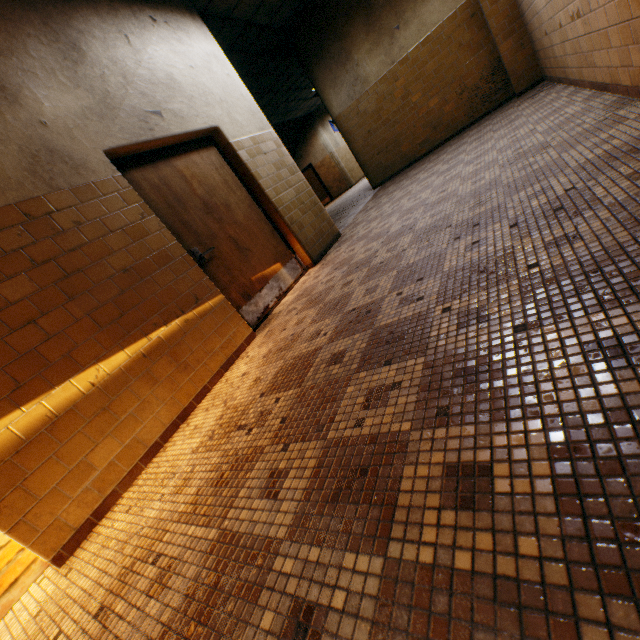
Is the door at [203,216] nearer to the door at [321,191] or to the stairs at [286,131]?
the stairs at [286,131]

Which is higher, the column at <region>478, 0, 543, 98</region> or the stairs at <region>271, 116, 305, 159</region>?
the stairs at <region>271, 116, 305, 159</region>

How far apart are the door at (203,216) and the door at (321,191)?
14.12m

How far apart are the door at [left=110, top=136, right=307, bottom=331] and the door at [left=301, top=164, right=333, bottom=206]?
14.12m

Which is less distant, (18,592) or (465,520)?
(465,520)

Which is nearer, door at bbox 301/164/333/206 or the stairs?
the stairs

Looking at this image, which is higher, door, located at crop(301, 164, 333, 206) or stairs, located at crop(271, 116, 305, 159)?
stairs, located at crop(271, 116, 305, 159)

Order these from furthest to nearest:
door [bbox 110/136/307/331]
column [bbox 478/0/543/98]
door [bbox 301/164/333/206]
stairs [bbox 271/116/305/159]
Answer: door [bbox 301/164/333/206] < stairs [bbox 271/116/305/159] < column [bbox 478/0/543/98] < door [bbox 110/136/307/331]
